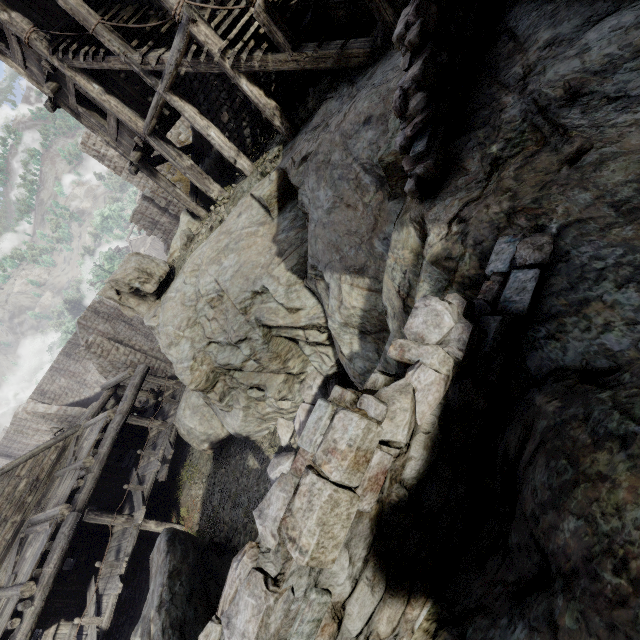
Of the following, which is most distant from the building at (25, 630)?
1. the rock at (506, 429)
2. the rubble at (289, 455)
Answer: the rubble at (289, 455)

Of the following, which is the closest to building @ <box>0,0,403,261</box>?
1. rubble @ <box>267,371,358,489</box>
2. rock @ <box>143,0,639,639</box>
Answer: rock @ <box>143,0,639,639</box>

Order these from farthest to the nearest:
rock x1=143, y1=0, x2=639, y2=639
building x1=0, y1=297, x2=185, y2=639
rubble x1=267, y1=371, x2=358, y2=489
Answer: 1. building x1=0, y1=297, x2=185, y2=639
2. rubble x1=267, y1=371, x2=358, y2=489
3. rock x1=143, y1=0, x2=639, y2=639

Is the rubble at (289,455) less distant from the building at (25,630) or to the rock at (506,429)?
the rock at (506,429)

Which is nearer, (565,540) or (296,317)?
(565,540)

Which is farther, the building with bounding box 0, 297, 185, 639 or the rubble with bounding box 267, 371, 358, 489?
the building with bounding box 0, 297, 185, 639
